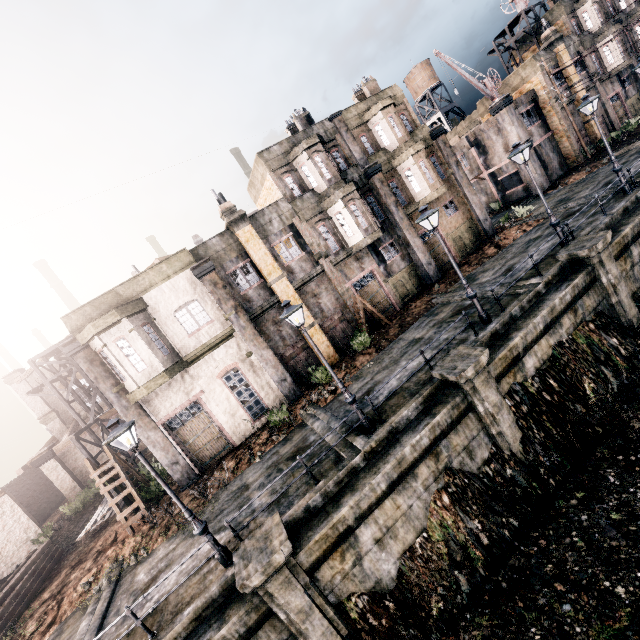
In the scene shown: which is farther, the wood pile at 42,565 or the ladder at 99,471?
the ladder at 99,471

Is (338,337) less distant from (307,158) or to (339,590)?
(307,158)

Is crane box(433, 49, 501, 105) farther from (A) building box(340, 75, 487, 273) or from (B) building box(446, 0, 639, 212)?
(A) building box(340, 75, 487, 273)

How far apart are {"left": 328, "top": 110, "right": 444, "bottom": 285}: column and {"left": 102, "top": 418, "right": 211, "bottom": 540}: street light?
19.92m

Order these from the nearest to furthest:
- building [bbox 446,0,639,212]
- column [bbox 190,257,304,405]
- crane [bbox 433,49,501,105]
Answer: column [bbox 190,257,304,405] < crane [bbox 433,49,501,105] < building [bbox 446,0,639,212]

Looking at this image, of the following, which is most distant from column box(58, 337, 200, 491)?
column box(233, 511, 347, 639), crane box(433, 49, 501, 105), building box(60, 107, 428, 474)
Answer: crane box(433, 49, 501, 105)

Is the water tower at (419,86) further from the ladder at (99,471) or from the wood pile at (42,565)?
the wood pile at (42,565)

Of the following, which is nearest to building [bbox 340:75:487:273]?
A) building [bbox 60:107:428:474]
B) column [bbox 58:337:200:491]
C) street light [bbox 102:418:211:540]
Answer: building [bbox 60:107:428:474]
